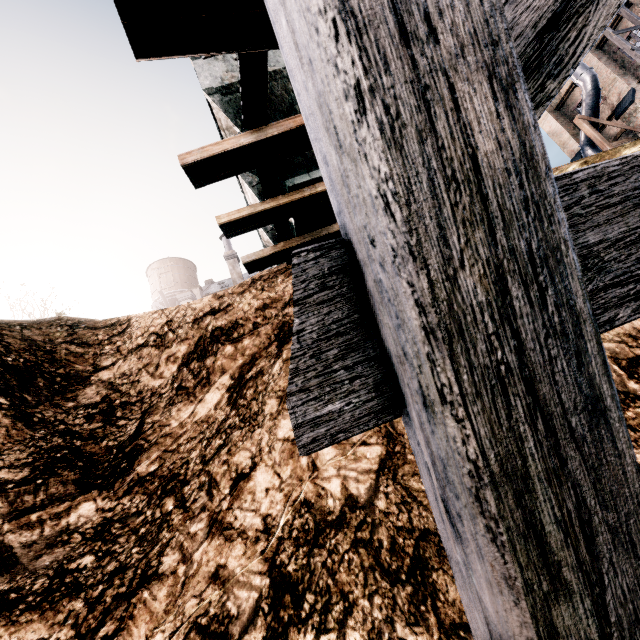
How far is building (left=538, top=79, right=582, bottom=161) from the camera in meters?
27.7 m

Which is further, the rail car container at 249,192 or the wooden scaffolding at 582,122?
the wooden scaffolding at 582,122

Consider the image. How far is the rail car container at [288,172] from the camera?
6.98m

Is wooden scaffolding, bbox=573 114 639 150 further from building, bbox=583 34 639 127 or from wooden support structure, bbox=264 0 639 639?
wooden support structure, bbox=264 0 639 639

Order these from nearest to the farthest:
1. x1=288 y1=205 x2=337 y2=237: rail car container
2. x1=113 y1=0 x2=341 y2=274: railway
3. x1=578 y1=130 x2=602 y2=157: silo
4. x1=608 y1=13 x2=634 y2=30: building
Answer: x1=113 y1=0 x2=341 y2=274: railway, x1=288 y1=205 x2=337 y2=237: rail car container, x1=608 y1=13 x2=634 y2=30: building, x1=578 y1=130 x2=602 y2=157: silo

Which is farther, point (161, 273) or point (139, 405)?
point (161, 273)

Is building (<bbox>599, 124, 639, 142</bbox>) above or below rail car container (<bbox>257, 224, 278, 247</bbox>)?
above

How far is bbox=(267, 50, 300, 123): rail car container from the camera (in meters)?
6.27
